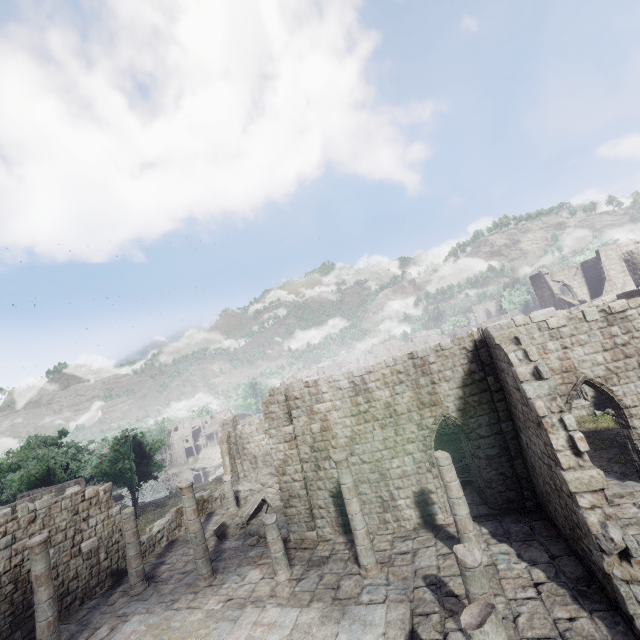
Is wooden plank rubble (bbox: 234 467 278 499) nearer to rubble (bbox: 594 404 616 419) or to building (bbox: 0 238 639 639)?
building (bbox: 0 238 639 639)

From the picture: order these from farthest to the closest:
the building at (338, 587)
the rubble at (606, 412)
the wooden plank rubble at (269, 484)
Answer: the wooden plank rubble at (269, 484)
the rubble at (606, 412)
the building at (338, 587)

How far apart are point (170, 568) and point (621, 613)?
16.86m

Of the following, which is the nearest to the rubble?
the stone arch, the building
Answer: the building

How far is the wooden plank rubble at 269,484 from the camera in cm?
2232

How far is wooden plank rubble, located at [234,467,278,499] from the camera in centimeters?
2232cm

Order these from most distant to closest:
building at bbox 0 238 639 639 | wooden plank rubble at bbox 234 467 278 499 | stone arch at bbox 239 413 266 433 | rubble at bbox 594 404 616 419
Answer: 1. stone arch at bbox 239 413 266 433
2. wooden plank rubble at bbox 234 467 278 499
3. rubble at bbox 594 404 616 419
4. building at bbox 0 238 639 639
